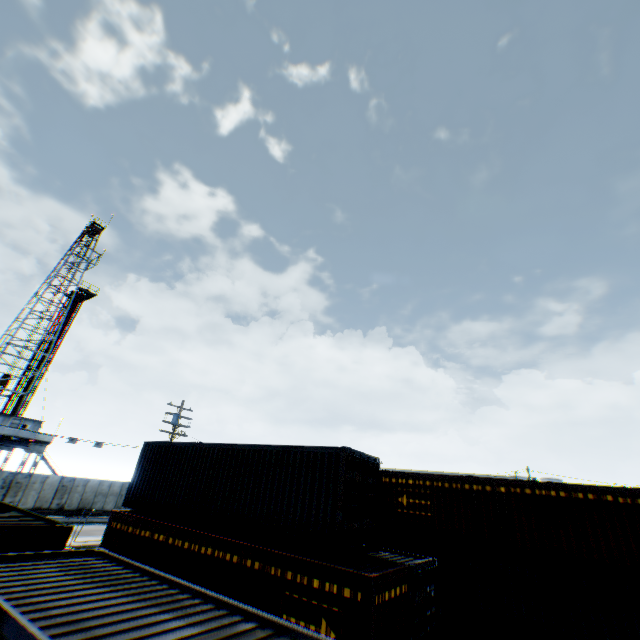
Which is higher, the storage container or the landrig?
the landrig

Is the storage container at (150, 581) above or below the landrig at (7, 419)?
below

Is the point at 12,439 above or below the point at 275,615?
above

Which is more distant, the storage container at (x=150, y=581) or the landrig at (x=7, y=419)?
the landrig at (x=7, y=419)

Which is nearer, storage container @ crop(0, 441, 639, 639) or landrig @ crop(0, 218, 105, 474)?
storage container @ crop(0, 441, 639, 639)
